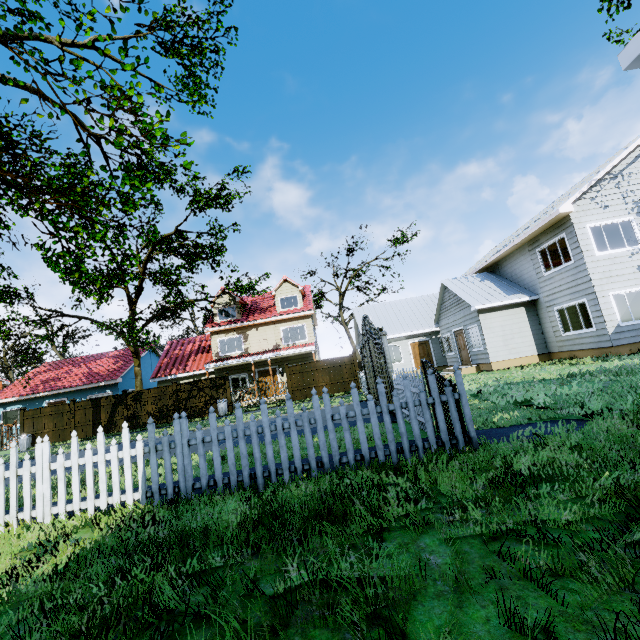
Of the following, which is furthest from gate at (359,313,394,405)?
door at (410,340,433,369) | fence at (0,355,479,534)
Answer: door at (410,340,433,369)

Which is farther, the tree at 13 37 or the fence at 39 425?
the tree at 13 37

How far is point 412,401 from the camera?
4.48m

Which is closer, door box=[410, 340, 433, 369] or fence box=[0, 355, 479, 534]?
fence box=[0, 355, 479, 534]

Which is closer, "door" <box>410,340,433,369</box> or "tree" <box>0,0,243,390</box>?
"tree" <box>0,0,243,390</box>

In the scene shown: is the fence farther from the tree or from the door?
the door

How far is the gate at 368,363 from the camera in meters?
8.9

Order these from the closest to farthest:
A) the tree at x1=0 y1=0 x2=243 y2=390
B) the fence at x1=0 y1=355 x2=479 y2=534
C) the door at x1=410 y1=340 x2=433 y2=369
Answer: the fence at x1=0 y1=355 x2=479 y2=534
the tree at x1=0 y1=0 x2=243 y2=390
the door at x1=410 y1=340 x2=433 y2=369
